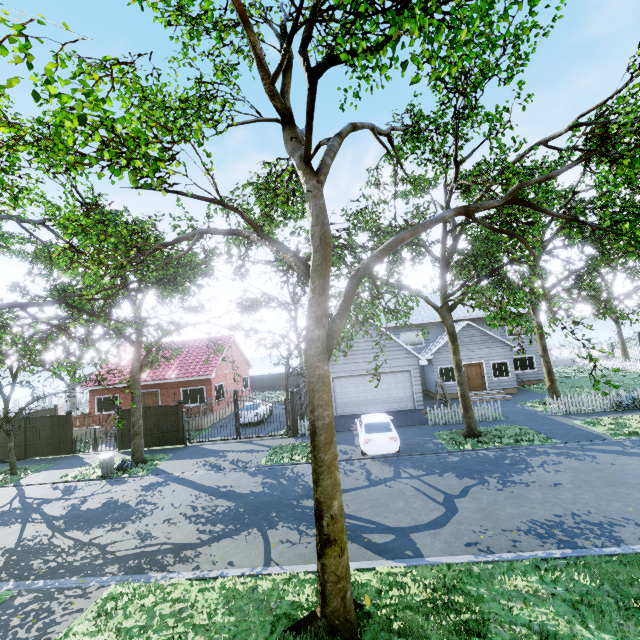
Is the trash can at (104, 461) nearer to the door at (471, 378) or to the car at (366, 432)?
the car at (366, 432)

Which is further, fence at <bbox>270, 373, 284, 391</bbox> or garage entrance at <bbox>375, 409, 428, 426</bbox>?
fence at <bbox>270, 373, 284, 391</bbox>

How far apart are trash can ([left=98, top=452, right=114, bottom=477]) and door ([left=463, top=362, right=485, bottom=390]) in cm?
2298

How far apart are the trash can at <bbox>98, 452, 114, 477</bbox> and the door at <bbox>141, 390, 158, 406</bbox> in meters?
9.4

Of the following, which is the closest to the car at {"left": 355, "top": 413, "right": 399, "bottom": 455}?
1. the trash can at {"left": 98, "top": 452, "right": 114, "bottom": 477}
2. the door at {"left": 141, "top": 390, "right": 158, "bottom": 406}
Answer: the trash can at {"left": 98, "top": 452, "right": 114, "bottom": 477}

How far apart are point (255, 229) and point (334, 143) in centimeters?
256cm

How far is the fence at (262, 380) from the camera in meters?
41.8 m

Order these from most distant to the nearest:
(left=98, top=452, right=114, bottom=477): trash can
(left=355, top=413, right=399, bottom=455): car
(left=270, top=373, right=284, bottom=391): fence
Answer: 1. (left=270, top=373, right=284, bottom=391): fence
2. (left=98, top=452, right=114, bottom=477): trash can
3. (left=355, top=413, right=399, bottom=455): car
